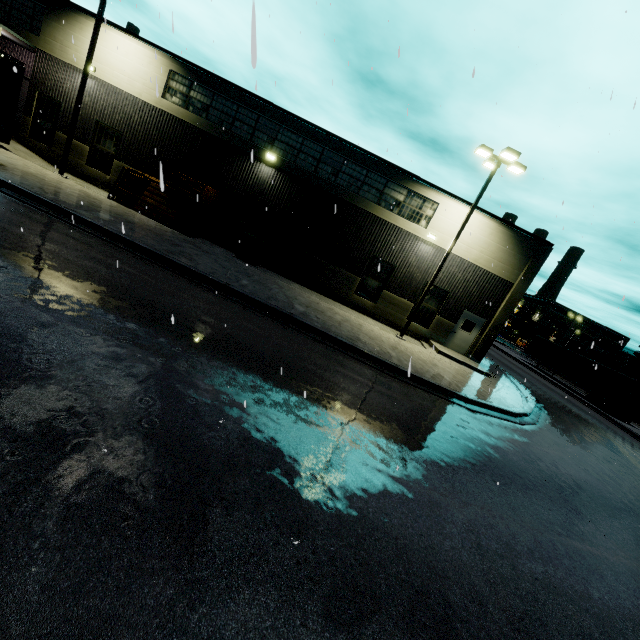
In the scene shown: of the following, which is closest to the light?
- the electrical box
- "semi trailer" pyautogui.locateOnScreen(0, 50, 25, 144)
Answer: the electrical box

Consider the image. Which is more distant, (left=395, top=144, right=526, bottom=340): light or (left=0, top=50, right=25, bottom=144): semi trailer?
(left=395, top=144, right=526, bottom=340): light

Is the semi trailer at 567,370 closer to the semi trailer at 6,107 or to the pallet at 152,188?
the pallet at 152,188

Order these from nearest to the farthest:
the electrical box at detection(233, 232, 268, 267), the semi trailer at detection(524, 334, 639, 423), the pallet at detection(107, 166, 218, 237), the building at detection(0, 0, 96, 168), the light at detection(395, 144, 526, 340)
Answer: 1. the light at detection(395, 144, 526, 340)
2. the pallet at detection(107, 166, 218, 237)
3. the building at detection(0, 0, 96, 168)
4. the electrical box at detection(233, 232, 268, 267)
5. the semi trailer at detection(524, 334, 639, 423)

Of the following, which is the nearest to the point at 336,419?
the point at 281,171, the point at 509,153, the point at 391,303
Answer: the point at 391,303

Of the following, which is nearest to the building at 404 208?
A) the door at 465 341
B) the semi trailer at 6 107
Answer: the door at 465 341

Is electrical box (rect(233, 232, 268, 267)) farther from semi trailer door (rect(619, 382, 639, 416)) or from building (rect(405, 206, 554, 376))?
semi trailer door (rect(619, 382, 639, 416))

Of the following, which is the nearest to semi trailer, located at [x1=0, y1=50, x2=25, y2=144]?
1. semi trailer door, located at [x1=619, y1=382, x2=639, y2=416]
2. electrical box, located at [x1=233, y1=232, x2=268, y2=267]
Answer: electrical box, located at [x1=233, y1=232, x2=268, y2=267]
